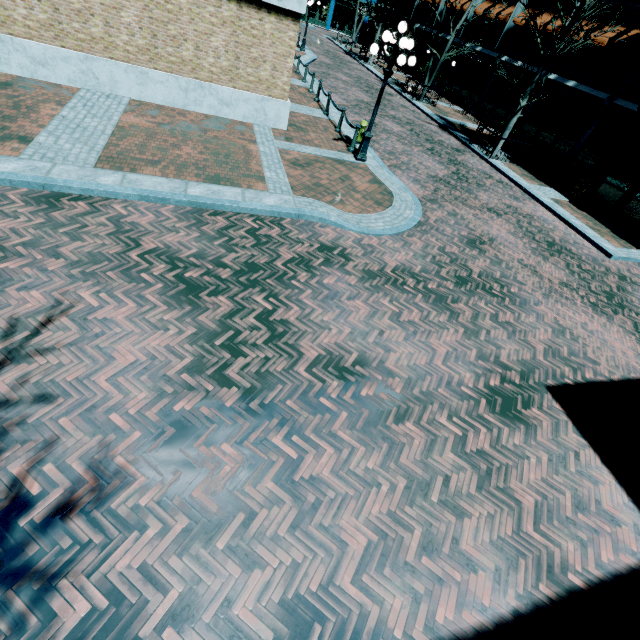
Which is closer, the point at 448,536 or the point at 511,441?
the point at 448,536

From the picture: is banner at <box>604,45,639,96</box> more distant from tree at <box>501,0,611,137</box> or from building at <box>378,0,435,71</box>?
tree at <box>501,0,611,137</box>

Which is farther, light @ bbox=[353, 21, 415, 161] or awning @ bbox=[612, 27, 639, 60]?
awning @ bbox=[612, 27, 639, 60]

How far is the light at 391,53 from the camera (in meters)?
8.83

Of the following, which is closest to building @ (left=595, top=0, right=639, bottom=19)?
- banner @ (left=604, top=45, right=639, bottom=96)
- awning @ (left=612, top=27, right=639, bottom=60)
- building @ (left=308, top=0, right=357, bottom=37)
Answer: → banner @ (left=604, top=45, right=639, bottom=96)

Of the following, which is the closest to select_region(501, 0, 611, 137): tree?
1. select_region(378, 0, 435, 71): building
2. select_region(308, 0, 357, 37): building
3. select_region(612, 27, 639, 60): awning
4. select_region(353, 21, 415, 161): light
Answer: select_region(378, 0, 435, 71): building

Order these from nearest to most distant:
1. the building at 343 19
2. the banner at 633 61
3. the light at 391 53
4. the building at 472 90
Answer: the light at 391 53, the banner at 633 61, the building at 472 90, the building at 343 19

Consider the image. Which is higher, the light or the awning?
the awning
